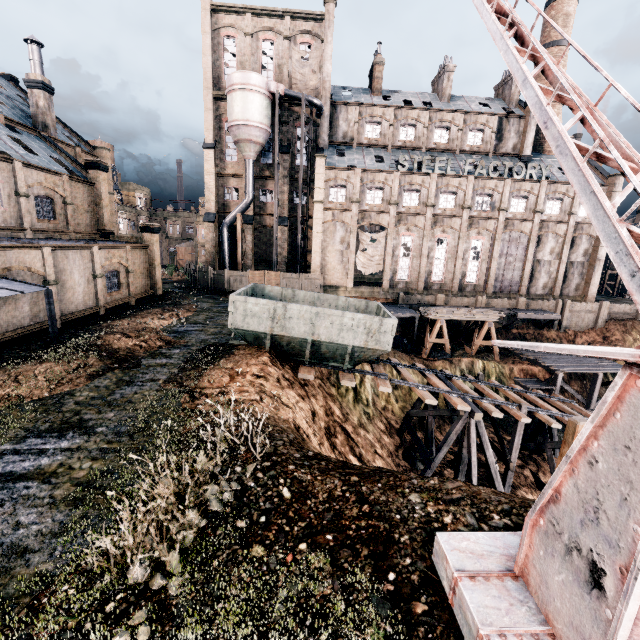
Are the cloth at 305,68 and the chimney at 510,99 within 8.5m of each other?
no

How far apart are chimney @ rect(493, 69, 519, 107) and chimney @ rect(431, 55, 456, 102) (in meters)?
7.59

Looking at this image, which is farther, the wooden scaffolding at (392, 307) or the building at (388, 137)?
the building at (388, 137)

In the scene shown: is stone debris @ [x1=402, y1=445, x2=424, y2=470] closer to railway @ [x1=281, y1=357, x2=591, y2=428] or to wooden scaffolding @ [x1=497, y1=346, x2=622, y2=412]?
railway @ [x1=281, y1=357, x2=591, y2=428]

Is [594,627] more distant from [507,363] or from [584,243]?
[584,243]

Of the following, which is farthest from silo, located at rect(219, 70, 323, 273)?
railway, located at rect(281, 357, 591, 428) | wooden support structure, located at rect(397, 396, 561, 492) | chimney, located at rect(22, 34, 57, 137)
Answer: wooden support structure, located at rect(397, 396, 561, 492)

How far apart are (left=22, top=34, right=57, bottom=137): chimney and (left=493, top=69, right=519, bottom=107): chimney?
52.74m

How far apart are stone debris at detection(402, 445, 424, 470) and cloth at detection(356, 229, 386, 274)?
23.2m
